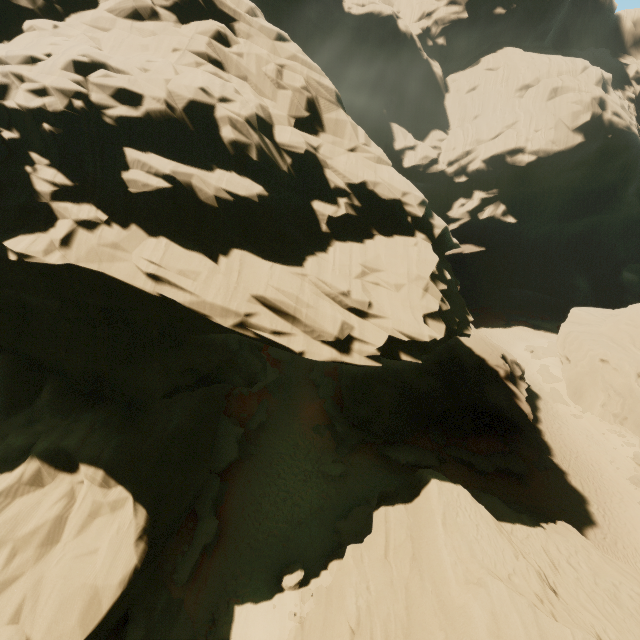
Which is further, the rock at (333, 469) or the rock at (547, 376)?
the rock at (547, 376)

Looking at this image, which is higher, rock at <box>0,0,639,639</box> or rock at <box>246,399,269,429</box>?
rock at <box>0,0,639,639</box>

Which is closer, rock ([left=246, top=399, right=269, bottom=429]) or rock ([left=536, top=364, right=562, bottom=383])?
rock ([left=246, top=399, right=269, bottom=429])

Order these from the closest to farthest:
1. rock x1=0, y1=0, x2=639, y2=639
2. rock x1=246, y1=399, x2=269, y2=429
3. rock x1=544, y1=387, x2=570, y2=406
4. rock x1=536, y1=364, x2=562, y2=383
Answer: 1. rock x1=0, y1=0, x2=639, y2=639
2. rock x1=246, y1=399, x2=269, y2=429
3. rock x1=544, y1=387, x2=570, y2=406
4. rock x1=536, y1=364, x2=562, y2=383

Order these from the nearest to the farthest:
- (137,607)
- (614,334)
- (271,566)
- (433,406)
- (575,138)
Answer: (137,607) → (271,566) → (433,406) → (614,334) → (575,138)

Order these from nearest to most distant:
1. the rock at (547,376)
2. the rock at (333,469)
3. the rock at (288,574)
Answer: the rock at (288,574), the rock at (333,469), the rock at (547,376)
